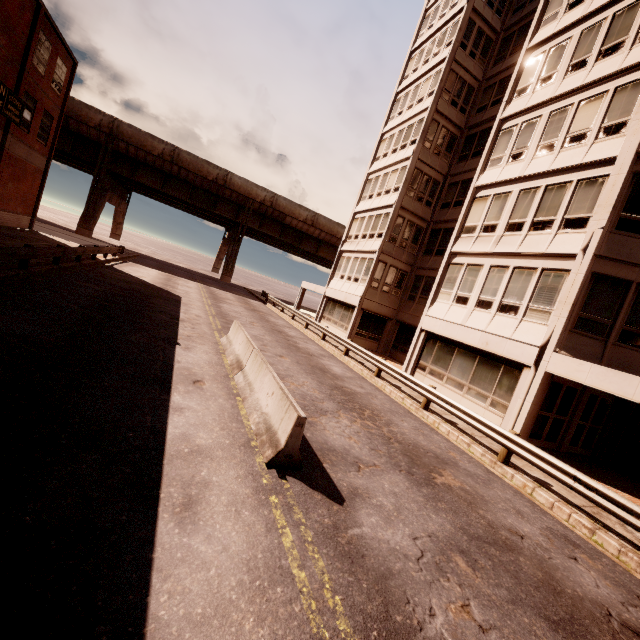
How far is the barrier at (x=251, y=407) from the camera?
5.5m

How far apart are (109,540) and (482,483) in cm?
794

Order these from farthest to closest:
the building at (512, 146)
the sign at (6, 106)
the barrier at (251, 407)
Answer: the sign at (6, 106), the building at (512, 146), the barrier at (251, 407)

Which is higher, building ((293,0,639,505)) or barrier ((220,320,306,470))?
building ((293,0,639,505))

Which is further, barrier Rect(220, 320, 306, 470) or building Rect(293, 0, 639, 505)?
building Rect(293, 0, 639, 505)

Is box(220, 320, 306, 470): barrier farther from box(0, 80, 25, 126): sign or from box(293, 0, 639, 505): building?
box(0, 80, 25, 126): sign

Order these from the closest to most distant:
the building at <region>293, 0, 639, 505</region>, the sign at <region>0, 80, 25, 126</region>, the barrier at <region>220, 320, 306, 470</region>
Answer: the barrier at <region>220, 320, 306, 470</region> → the building at <region>293, 0, 639, 505</region> → the sign at <region>0, 80, 25, 126</region>
